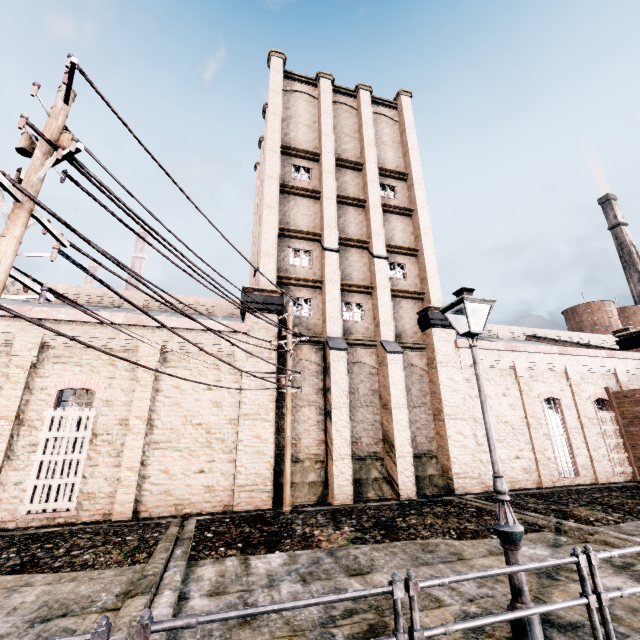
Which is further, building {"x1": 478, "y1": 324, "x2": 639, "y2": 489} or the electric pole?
building {"x1": 478, "y1": 324, "x2": 639, "y2": 489}

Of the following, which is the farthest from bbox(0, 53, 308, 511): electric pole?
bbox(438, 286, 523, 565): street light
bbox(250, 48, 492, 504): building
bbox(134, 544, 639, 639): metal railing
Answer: bbox(438, 286, 523, 565): street light

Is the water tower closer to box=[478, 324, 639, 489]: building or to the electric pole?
box=[478, 324, 639, 489]: building

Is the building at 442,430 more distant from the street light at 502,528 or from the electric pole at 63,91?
the street light at 502,528

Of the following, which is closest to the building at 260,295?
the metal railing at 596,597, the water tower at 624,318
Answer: the water tower at 624,318

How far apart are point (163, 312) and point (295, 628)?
22.06m

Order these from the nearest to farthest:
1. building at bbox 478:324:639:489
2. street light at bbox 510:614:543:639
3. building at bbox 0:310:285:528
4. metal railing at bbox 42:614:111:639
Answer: metal railing at bbox 42:614:111:639, street light at bbox 510:614:543:639, building at bbox 0:310:285:528, building at bbox 478:324:639:489

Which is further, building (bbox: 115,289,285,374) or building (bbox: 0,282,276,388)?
building (bbox: 115,289,285,374)
